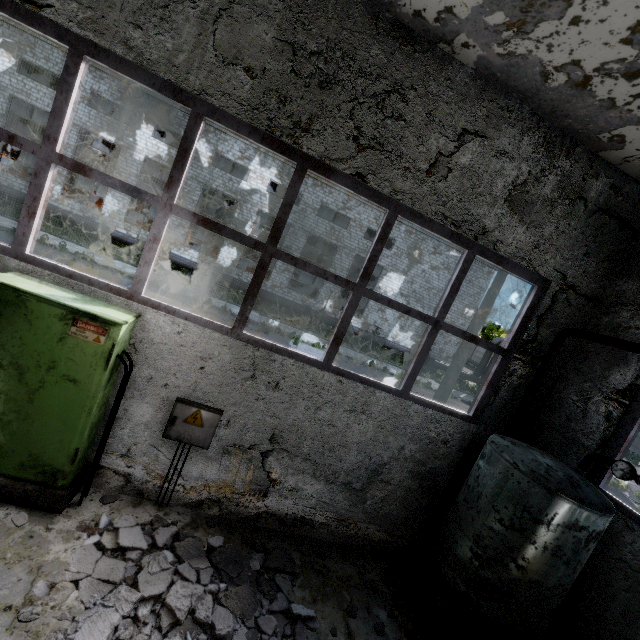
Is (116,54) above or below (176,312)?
above

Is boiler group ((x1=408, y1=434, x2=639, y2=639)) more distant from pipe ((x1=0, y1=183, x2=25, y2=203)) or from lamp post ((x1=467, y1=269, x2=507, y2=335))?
pipe ((x1=0, y1=183, x2=25, y2=203))

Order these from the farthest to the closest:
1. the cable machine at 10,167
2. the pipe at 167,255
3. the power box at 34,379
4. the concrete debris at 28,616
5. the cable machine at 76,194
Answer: the cable machine at 76,194 → the cable machine at 10,167 → the pipe at 167,255 → the power box at 34,379 → the concrete debris at 28,616

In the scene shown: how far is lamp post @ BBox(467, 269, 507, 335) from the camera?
10.77m

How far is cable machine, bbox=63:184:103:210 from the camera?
26.27m

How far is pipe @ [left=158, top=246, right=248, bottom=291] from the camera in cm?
2164

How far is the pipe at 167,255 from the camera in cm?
2164

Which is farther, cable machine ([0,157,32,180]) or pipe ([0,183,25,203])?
cable machine ([0,157,32,180])
